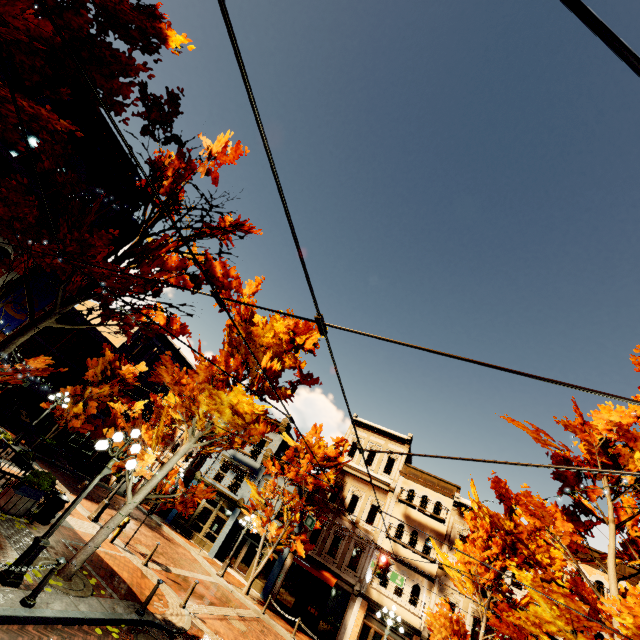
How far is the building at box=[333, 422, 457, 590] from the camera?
21.0m

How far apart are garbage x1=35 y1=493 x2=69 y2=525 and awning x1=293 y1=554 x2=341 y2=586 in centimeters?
1550cm

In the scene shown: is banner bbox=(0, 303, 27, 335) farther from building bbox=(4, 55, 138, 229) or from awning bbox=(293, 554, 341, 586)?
awning bbox=(293, 554, 341, 586)

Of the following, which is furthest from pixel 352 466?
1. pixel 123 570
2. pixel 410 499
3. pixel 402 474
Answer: pixel 123 570

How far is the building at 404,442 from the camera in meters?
26.4

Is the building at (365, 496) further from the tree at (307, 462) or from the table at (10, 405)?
the table at (10, 405)

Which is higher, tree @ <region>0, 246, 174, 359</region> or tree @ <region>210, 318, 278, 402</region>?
tree @ <region>210, 318, 278, 402</region>

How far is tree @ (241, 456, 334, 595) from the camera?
20.2 meters
